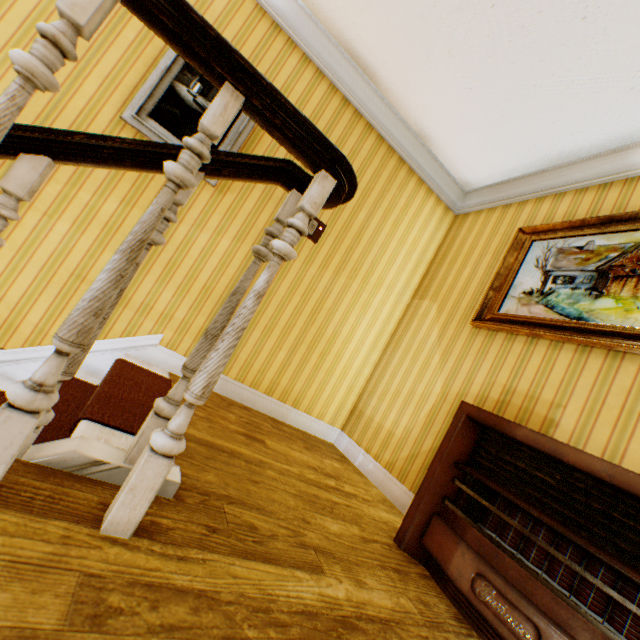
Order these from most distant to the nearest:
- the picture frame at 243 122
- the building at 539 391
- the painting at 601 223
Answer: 1. the picture frame at 243 122
2. the painting at 601 223
3. the building at 539 391

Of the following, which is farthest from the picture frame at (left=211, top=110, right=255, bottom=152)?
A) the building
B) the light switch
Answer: the light switch

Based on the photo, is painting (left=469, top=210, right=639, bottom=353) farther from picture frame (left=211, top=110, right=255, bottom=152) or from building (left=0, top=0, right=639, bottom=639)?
picture frame (left=211, top=110, right=255, bottom=152)

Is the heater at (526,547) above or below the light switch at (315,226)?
below

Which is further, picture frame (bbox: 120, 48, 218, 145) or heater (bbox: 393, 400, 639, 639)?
picture frame (bbox: 120, 48, 218, 145)

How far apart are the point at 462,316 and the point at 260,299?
2.5 meters

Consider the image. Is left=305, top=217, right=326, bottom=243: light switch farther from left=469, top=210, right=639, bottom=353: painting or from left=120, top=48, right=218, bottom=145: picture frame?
left=469, top=210, right=639, bottom=353: painting

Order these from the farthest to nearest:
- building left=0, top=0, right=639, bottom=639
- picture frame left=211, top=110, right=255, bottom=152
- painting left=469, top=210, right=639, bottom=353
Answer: picture frame left=211, top=110, right=255, bottom=152, painting left=469, top=210, right=639, bottom=353, building left=0, top=0, right=639, bottom=639
